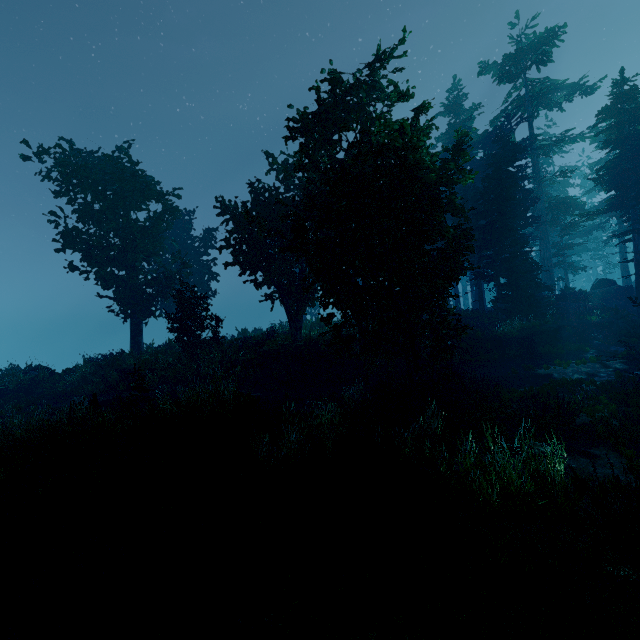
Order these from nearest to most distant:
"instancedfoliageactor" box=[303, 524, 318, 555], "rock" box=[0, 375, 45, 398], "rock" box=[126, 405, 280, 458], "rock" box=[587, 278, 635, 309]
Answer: "instancedfoliageactor" box=[303, 524, 318, 555] → "rock" box=[126, 405, 280, 458] → "rock" box=[0, 375, 45, 398] → "rock" box=[587, 278, 635, 309]

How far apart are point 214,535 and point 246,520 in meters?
0.6

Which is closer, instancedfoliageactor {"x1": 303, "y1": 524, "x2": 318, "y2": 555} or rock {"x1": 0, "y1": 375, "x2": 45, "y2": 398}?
instancedfoliageactor {"x1": 303, "y1": 524, "x2": 318, "y2": 555}

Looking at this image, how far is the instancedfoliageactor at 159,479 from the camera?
6.38m

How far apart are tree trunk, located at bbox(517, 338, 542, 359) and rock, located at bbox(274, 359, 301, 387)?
13.16m

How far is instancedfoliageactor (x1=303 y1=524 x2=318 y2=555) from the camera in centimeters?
474cm

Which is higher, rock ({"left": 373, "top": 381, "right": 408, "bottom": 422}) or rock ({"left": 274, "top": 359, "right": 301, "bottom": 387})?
rock ({"left": 274, "top": 359, "right": 301, "bottom": 387})

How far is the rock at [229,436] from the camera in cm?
861
